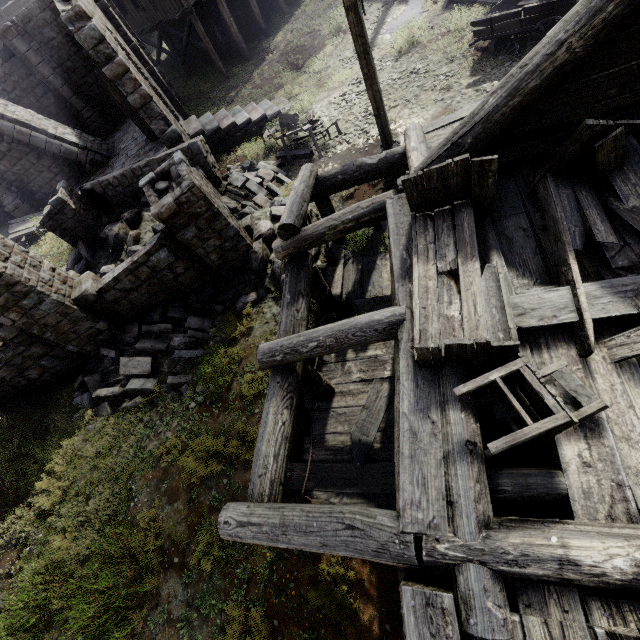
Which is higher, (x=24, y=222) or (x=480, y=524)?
(x=480, y=524)

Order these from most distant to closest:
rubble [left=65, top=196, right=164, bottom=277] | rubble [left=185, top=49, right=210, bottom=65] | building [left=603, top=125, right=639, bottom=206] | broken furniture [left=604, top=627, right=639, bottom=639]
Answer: rubble [left=185, top=49, right=210, bottom=65], rubble [left=65, top=196, right=164, bottom=277], building [left=603, top=125, right=639, bottom=206], broken furniture [left=604, top=627, right=639, bottom=639]

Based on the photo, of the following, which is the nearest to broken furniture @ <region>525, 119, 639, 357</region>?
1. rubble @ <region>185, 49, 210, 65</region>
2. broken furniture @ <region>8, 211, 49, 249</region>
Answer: broken furniture @ <region>8, 211, 49, 249</region>

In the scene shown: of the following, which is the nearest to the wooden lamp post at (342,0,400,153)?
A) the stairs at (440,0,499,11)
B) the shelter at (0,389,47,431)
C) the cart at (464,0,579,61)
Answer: the cart at (464,0,579,61)

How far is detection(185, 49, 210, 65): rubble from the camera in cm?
2538

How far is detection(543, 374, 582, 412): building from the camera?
2.8 meters

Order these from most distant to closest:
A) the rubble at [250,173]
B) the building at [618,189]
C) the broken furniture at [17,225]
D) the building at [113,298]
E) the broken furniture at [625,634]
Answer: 1. the broken furniture at [17,225]
2. the rubble at [250,173]
3. the building at [113,298]
4. the building at [618,189]
5. the broken furniture at [625,634]

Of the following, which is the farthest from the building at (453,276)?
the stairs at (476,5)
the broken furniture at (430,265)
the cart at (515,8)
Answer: the stairs at (476,5)
